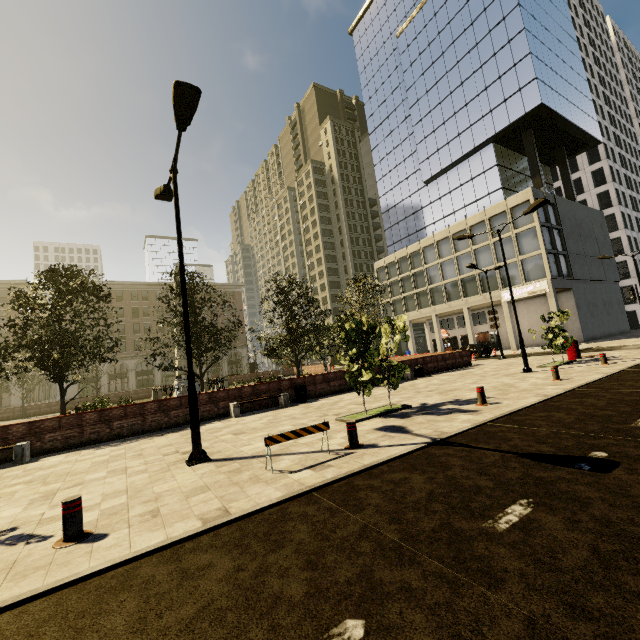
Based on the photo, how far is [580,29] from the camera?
Answer: 57.88m

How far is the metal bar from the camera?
4.4 meters

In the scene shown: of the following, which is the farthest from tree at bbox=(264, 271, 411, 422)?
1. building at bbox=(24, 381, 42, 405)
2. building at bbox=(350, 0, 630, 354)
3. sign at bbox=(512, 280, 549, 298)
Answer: building at bbox=(24, 381, 42, 405)

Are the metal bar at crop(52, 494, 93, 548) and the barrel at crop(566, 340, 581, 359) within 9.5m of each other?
no

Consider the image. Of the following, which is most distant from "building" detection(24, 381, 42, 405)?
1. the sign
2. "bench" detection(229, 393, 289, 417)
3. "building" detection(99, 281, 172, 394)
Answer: the sign

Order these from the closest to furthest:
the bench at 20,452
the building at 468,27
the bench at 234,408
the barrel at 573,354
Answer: the bench at 20,452 < the bench at 234,408 < the barrel at 573,354 < the building at 468,27

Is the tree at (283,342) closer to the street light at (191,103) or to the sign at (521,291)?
the street light at (191,103)

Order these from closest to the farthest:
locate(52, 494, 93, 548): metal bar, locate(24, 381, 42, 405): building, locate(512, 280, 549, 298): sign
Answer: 1. locate(52, 494, 93, 548): metal bar
2. locate(512, 280, 549, 298): sign
3. locate(24, 381, 42, 405): building
